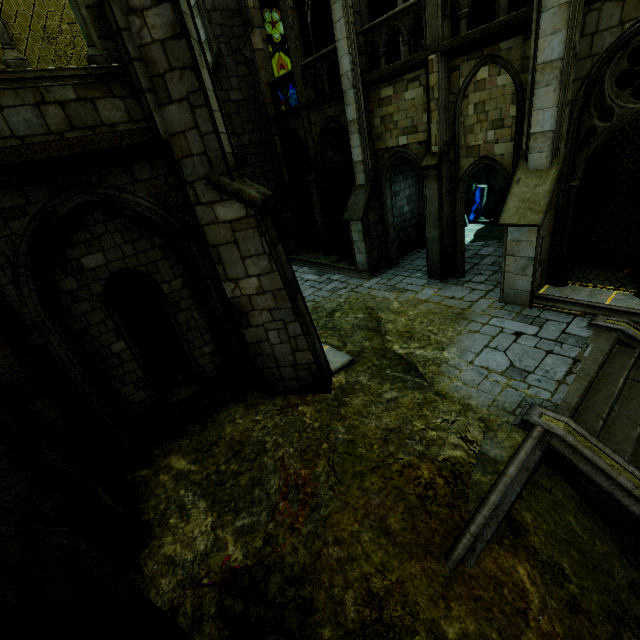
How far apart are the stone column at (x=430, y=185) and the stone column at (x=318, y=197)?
5.30m

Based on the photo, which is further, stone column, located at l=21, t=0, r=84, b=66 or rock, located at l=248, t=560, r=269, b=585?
stone column, located at l=21, t=0, r=84, b=66

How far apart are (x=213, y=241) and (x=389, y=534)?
5.3 meters

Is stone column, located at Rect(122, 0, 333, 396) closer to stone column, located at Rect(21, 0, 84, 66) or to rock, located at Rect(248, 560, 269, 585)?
stone column, located at Rect(21, 0, 84, 66)

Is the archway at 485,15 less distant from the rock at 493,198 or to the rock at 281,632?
the rock at 493,198

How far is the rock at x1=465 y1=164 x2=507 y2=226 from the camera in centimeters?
2511cm

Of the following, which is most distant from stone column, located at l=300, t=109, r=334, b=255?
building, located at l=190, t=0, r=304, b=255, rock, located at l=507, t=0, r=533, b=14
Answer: rock, located at l=507, t=0, r=533, b=14

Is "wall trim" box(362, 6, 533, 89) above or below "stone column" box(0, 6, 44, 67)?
below
